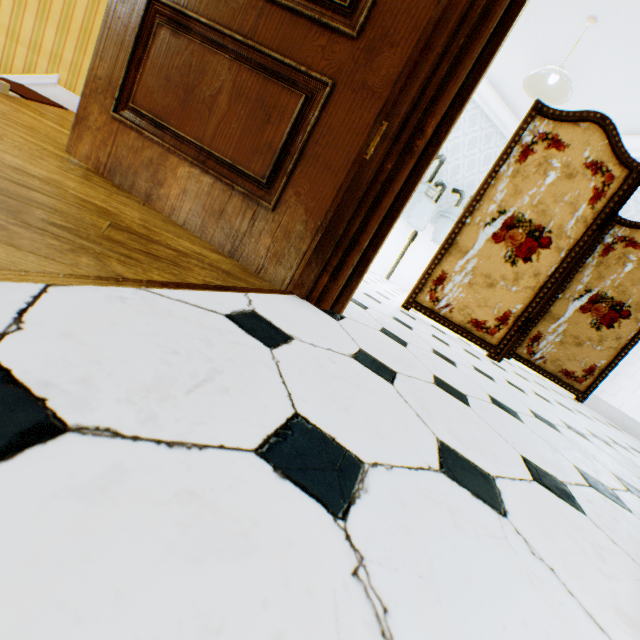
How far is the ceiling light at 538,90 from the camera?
3.1m

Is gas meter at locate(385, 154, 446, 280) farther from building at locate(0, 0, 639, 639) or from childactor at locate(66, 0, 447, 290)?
childactor at locate(66, 0, 447, 290)

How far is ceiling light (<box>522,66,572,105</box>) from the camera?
3.1m

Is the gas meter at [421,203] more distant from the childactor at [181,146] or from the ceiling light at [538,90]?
the childactor at [181,146]

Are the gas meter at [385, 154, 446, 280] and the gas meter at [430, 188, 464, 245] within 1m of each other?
yes

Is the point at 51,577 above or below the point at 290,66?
below

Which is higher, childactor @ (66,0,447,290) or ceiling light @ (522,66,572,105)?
ceiling light @ (522,66,572,105)
